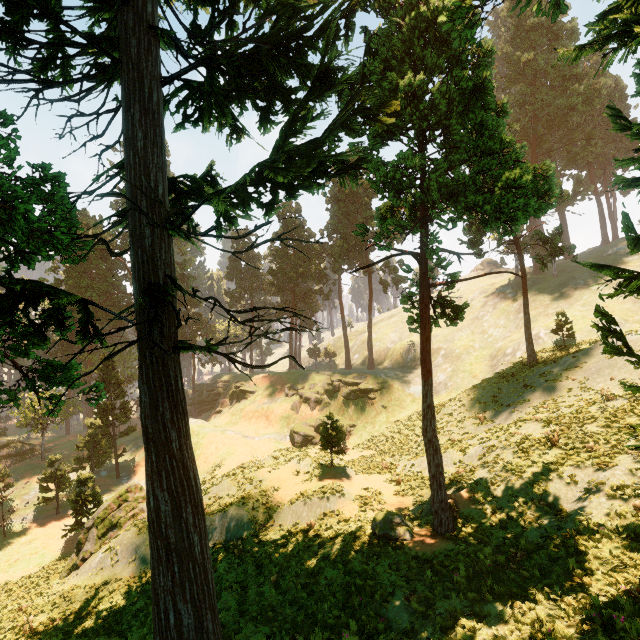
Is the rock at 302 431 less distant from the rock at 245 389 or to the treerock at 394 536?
the rock at 245 389

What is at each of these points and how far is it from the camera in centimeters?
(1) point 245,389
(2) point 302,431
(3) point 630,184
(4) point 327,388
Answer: (1) rock, 5250cm
(2) rock, 3972cm
(3) treerock, 450cm
(4) rock, 4525cm

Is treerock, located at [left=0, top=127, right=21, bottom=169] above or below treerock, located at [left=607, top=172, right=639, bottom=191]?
above

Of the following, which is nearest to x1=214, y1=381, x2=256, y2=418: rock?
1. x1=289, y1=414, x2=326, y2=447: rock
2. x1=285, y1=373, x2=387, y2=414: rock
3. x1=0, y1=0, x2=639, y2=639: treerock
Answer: x1=0, y1=0, x2=639, y2=639: treerock

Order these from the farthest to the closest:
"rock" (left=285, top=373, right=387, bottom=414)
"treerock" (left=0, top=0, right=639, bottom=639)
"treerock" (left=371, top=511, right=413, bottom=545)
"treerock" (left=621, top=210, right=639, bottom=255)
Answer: "rock" (left=285, top=373, right=387, bottom=414)
"treerock" (left=371, top=511, right=413, bottom=545)
"treerock" (left=0, top=0, right=639, bottom=639)
"treerock" (left=621, top=210, right=639, bottom=255)

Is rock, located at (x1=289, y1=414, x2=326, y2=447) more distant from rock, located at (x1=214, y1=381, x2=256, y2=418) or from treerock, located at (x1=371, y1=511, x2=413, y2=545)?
treerock, located at (x1=371, y1=511, x2=413, y2=545)

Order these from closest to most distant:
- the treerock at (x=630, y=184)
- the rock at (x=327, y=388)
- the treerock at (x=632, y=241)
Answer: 1. the treerock at (x=632, y=241)
2. the treerock at (x=630, y=184)
3. the rock at (x=327, y=388)
